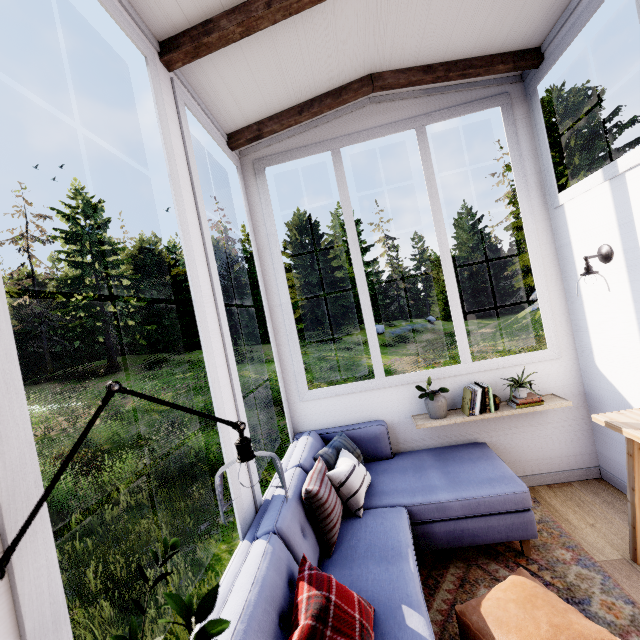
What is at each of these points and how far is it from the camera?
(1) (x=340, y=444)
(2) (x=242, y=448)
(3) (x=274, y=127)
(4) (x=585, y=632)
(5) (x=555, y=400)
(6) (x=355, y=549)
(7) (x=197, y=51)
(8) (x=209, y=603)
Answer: (1) pillow, 2.80m
(2) lamp, 1.02m
(3) rafter, 2.93m
(4) ottoman, 1.43m
(5) shelf, 2.83m
(6) sofa, 1.91m
(7) rafter, 1.98m
(8) plant, 0.66m

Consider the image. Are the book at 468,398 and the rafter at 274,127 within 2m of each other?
no

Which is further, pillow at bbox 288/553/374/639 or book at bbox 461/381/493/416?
book at bbox 461/381/493/416

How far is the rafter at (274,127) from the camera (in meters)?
2.68

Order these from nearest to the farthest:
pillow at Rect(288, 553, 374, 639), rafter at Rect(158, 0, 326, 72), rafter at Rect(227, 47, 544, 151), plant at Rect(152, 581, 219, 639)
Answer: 1. plant at Rect(152, 581, 219, 639)
2. pillow at Rect(288, 553, 374, 639)
3. rafter at Rect(158, 0, 326, 72)
4. rafter at Rect(227, 47, 544, 151)

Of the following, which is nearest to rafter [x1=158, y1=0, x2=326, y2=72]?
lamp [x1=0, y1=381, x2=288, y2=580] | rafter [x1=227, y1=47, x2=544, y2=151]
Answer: rafter [x1=227, y1=47, x2=544, y2=151]

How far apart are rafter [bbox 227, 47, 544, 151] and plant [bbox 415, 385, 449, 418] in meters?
2.8

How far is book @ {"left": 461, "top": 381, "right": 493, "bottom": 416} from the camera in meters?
2.8 m
